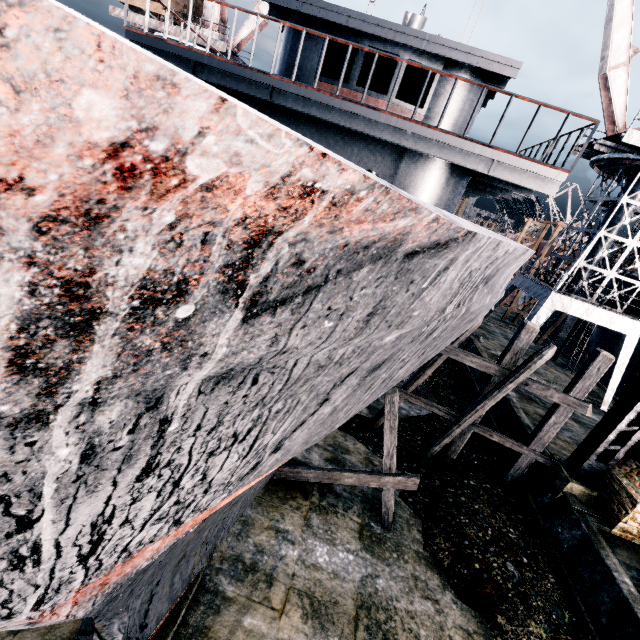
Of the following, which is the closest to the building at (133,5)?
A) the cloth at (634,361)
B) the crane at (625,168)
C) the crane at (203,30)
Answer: the crane at (203,30)

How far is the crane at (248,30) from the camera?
26.5 meters

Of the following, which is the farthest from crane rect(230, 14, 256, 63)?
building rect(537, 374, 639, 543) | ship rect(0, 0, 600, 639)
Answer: building rect(537, 374, 639, 543)

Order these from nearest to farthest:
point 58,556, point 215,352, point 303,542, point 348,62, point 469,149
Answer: point 215,352 → point 58,556 → point 469,149 → point 303,542 → point 348,62

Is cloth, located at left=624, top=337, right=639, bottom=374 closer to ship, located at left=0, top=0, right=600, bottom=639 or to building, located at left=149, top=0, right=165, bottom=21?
ship, located at left=0, top=0, right=600, bottom=639

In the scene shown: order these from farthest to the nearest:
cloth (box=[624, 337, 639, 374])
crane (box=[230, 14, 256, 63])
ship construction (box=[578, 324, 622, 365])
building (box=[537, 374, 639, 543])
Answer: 1. crane (box=[230, 14, 256, 63])
2. ship construction (box=[578, 324, 622, 365])
3. cloth (box=[624, 337, 639, 374])
4. building (box=[537, 374, 639, 543])

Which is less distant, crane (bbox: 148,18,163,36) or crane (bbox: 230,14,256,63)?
crane (bbox: 148,18,163,36)
